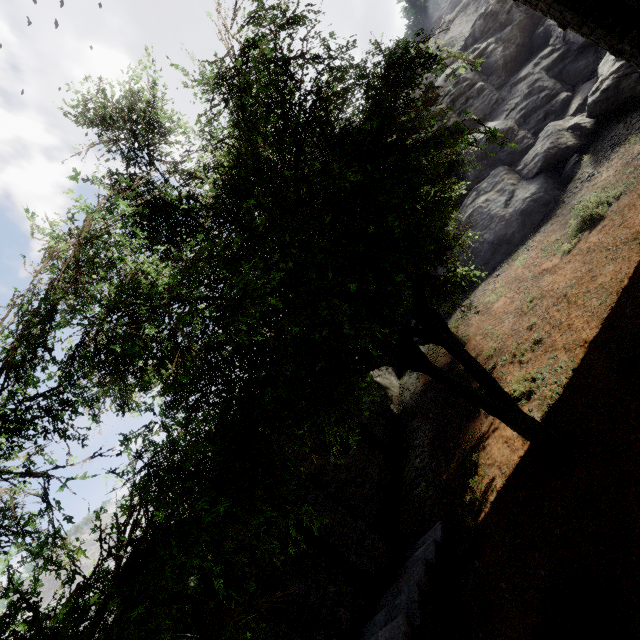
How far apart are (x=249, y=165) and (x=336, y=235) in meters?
3.5

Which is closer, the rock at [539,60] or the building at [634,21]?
the building at [634,21]

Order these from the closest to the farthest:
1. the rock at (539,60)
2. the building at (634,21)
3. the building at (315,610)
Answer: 1. the building at (315,610)
2. the building at (634,21)
3. the rock at (539,60)

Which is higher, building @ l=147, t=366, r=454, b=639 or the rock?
the rock

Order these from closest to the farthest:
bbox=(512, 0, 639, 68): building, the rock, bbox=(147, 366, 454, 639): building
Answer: bbox=(147, 366, 454, 639): building, bbox=(512, 0, 639, 68): building, the rock

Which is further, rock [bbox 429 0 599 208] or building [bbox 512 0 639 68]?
rock [bbox 429 0 599 208]

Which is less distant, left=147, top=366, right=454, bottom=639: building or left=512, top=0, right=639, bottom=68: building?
left=147, top=366, right=454, bottom=639: building
